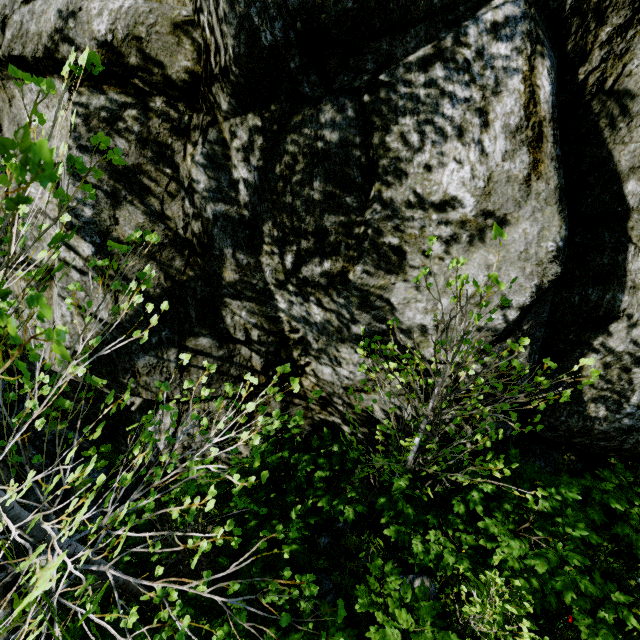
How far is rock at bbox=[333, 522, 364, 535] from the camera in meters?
4.6

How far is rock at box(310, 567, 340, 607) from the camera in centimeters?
406cm

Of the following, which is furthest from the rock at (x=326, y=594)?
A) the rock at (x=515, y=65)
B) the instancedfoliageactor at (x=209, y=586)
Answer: the instancedfoliageactor at (x=209, y=586)

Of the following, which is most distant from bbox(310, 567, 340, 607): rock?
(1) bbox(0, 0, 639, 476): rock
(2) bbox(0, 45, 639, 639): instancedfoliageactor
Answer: (2) bbox(0, 45, 639, 639): instancedfoliageactor

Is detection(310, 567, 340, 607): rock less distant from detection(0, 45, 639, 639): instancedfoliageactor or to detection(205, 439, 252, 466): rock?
detection(205, 439, 252, 466): rock

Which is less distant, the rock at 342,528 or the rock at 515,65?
the rock at 515,65

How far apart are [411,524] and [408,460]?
0.58m
